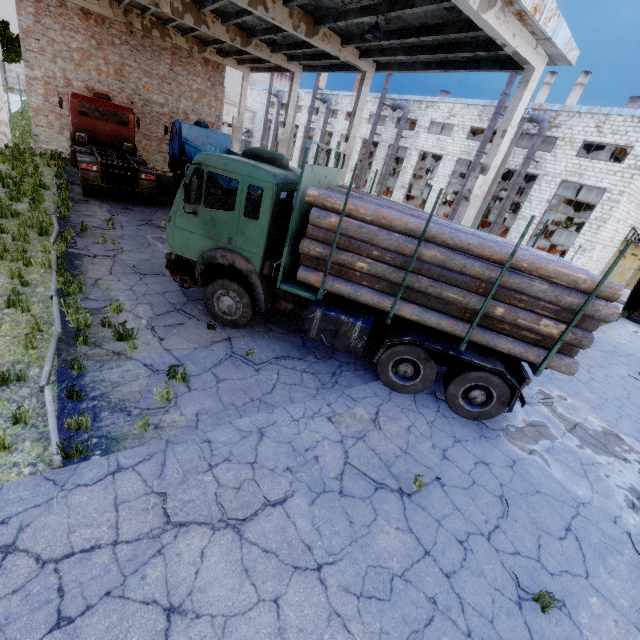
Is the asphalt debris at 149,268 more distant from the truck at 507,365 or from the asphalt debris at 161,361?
the truck at 507,365

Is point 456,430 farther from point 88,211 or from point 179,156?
point 179,156

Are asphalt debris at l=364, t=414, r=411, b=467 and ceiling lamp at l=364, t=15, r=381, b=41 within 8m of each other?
no

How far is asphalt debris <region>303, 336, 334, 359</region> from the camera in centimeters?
768cm

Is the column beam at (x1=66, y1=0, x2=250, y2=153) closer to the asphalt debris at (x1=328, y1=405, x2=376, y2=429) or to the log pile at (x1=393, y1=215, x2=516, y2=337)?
the log pile at (x1=393, y1=215, x2=516, y2=337)

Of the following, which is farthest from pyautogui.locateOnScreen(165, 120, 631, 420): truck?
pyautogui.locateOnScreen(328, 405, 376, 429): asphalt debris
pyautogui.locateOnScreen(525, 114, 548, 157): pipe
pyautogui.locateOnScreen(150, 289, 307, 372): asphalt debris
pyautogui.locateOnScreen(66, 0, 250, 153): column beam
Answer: pyautogui.locateOnScreen(525, 114, 548, 157): pipe

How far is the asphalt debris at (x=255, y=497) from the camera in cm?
408
